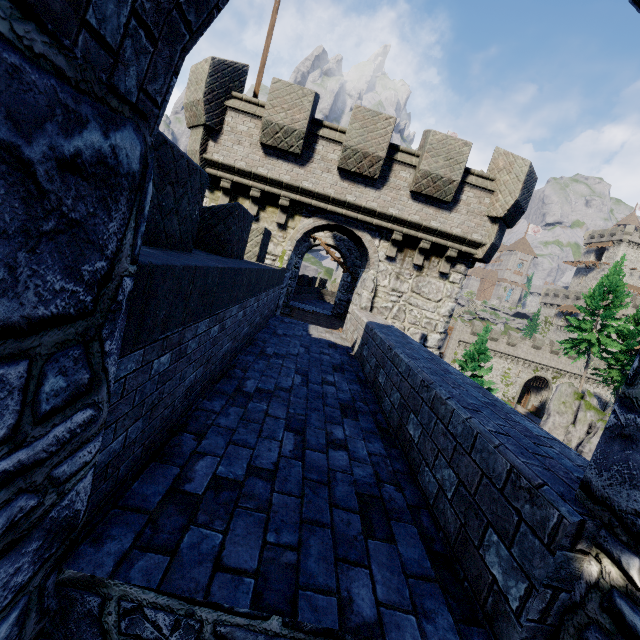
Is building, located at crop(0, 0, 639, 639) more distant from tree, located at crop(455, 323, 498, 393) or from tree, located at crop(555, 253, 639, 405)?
tree, located at crop(555, 253, 639, 405)

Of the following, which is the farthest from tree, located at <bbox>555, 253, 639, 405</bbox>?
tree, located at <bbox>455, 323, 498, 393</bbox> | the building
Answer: the building

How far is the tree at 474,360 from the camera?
29.9 meters

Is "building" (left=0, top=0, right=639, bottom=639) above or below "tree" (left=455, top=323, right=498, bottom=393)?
above

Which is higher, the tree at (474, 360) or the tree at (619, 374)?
the tree at (619, 374)

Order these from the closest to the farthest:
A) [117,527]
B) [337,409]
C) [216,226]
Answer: [117,527] → [337,409] → [216,226]

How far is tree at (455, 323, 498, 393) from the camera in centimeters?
2986cm
